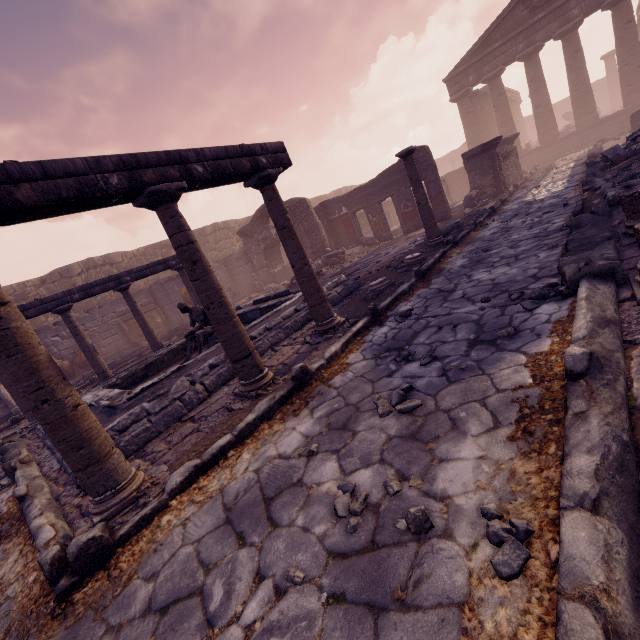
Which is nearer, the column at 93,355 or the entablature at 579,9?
the column at 93,355

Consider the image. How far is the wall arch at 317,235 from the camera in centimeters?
1438cm

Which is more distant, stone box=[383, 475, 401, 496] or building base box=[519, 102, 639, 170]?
building base box=[519, 102, 639, 170]

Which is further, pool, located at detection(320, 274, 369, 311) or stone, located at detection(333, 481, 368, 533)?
pool, located at detection(320, 274, 369, 311)

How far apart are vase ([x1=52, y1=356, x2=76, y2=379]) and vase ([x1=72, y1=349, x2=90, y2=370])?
0.1 meters

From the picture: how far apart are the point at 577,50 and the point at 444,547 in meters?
27.4

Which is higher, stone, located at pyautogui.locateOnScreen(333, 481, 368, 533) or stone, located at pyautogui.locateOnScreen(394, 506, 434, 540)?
stone, located at pyautogui.locateOnScreen(394, 506, 434, 540)

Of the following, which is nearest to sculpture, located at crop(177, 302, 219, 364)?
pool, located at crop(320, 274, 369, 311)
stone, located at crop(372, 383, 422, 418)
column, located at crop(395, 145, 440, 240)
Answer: pool, located at crop(320, 274, 369, 311)
